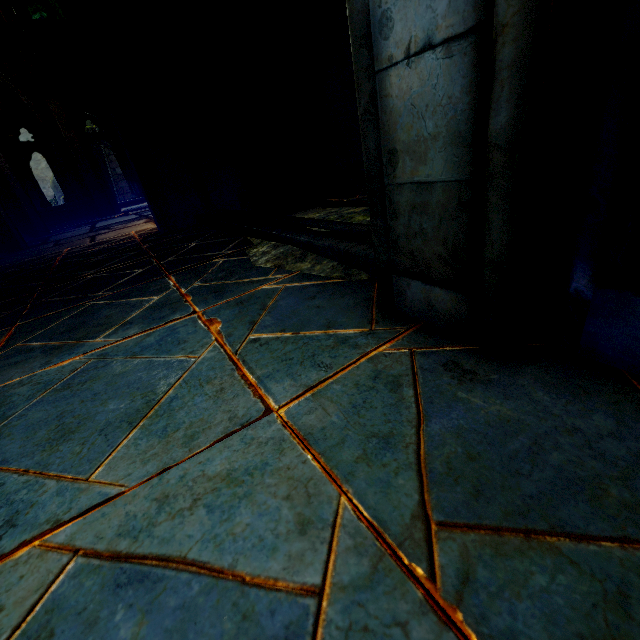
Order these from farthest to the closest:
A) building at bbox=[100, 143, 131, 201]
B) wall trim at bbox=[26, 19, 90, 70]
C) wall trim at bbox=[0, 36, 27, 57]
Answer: building at bbox=[100, 143, 131, 201]
wall trim at bbox=[26, 19, 90, 70]
wall trim at bbox=[0, 36, 27, 57]

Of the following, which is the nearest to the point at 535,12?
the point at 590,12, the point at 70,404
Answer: the point at 590,12

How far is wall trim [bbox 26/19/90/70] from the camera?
10.8 meters

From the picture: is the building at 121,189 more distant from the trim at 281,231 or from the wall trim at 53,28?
the trim at 281,231

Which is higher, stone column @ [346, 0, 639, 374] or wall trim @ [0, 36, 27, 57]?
wall trim @ [0, 36, 27, 57]

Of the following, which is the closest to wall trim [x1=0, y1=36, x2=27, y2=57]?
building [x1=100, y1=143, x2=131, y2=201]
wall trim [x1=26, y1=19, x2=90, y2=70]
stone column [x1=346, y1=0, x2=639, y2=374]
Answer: wall trim [x1=26, y1=19, x2=90, y2=70]

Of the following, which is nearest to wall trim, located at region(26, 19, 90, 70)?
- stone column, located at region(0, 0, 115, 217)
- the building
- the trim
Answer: stone column, located at region(0, 0, 115, 217)

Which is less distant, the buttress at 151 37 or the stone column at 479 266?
the stone column at 479 266
